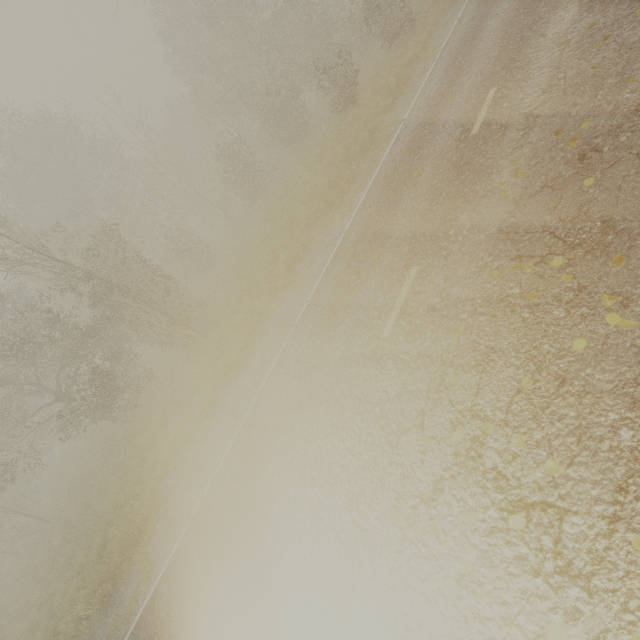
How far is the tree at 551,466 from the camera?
2.86m

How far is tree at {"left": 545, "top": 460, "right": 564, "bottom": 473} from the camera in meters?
2.9

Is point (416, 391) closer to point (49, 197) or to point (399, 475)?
point (399, 475)

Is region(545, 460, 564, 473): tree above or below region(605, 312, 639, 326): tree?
above

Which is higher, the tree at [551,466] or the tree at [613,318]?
the tree at [551,466]
